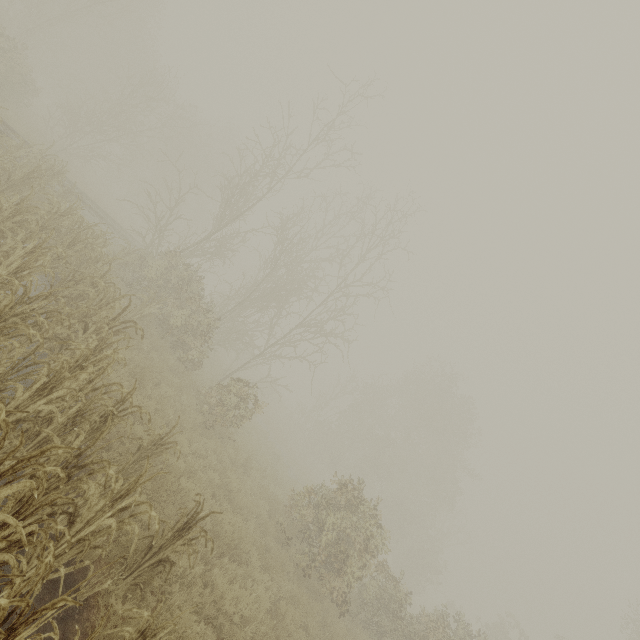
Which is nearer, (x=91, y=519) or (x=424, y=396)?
(x=91, y=519)
